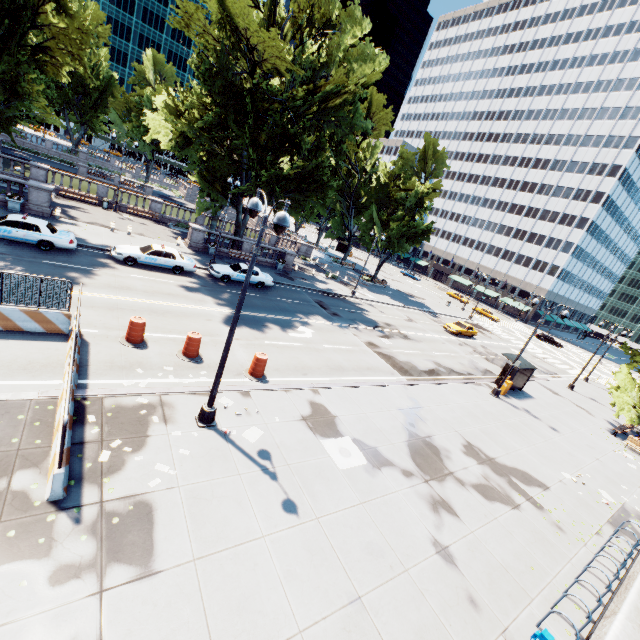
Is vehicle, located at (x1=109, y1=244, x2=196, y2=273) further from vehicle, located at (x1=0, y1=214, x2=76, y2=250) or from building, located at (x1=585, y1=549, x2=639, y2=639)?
building, located at (x1=585, y1=549, x2=639, y2=639)

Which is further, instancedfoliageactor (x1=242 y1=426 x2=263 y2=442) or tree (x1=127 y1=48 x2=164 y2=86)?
tree (x1=127 y1=48 x2=164 y2=86)

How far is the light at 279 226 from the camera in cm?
772

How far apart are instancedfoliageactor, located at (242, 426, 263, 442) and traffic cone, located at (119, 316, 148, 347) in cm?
613

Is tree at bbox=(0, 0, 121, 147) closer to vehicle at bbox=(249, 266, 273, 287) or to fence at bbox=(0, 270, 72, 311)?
vehicle at bbox=(249, 266, 273, 287)

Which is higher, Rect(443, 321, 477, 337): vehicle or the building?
the building

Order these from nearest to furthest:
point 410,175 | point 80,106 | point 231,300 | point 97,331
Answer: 1. point 97,331
2. point 231,300
3. point 410,175
4. point 80,106

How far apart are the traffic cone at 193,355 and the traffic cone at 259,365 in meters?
1.8
